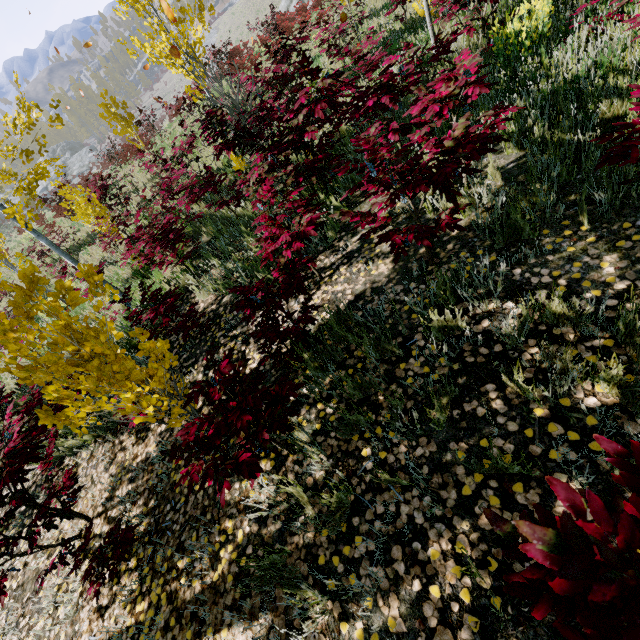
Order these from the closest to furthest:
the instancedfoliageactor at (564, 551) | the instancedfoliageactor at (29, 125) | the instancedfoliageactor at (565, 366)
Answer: the instancedfoliageactor at (564, 551)
the instancedfoliageactor at (565, 366)
the instancedfoliageactor at (29, 125)

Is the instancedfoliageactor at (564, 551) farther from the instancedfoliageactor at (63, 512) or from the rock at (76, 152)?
the rock at (76, 152)

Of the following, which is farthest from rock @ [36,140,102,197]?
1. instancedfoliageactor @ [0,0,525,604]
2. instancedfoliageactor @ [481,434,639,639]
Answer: instancedfoliageactor @ [481,434,639,639]

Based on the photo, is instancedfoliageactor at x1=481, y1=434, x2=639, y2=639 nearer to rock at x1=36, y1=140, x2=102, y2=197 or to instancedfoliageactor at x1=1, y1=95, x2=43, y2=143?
instancedfoliageactor at x1=1, y1=95, x2=43, y2=143

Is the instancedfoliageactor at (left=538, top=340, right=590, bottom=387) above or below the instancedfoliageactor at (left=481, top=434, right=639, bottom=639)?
below

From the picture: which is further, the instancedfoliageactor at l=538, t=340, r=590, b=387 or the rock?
the rock

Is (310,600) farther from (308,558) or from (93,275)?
(93,275)
